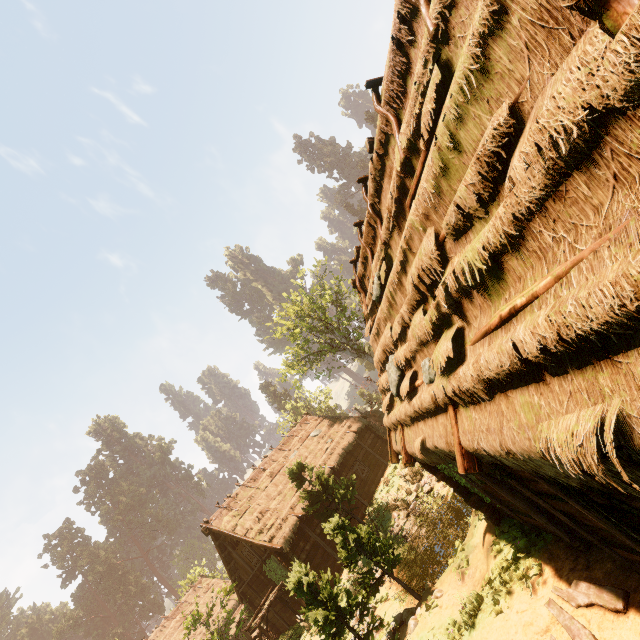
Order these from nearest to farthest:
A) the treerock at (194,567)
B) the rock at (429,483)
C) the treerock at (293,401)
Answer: the rock at (429,483) < the treerock at (194,567) < the treerock at (293,401)

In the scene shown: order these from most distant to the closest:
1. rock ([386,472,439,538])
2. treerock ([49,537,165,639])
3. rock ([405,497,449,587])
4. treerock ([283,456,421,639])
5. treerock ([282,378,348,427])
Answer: treerock ([49,537,165,639]), treerock ([282,378,348,427]), rock ([386,472,439,538]), rock ([405,497,449,587]), treerock ([283,456,421,639])

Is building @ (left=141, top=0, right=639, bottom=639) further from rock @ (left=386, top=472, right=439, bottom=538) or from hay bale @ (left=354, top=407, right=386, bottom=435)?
rock @ (left=386, top=472, right=439, bottom=538)

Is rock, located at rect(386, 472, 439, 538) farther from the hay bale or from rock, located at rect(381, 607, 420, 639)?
the hay bale

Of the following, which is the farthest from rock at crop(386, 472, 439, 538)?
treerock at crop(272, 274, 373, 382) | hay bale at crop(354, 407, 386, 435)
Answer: hay bale at crop(354, 407, 386, 435)

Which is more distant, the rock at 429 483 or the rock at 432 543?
the rock at 429 483

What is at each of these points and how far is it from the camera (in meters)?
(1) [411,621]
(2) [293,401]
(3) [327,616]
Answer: (1) rock, 9.42
(2) treerock, 50.44
(3) treerock, 9.03

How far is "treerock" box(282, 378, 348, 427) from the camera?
47.14m
